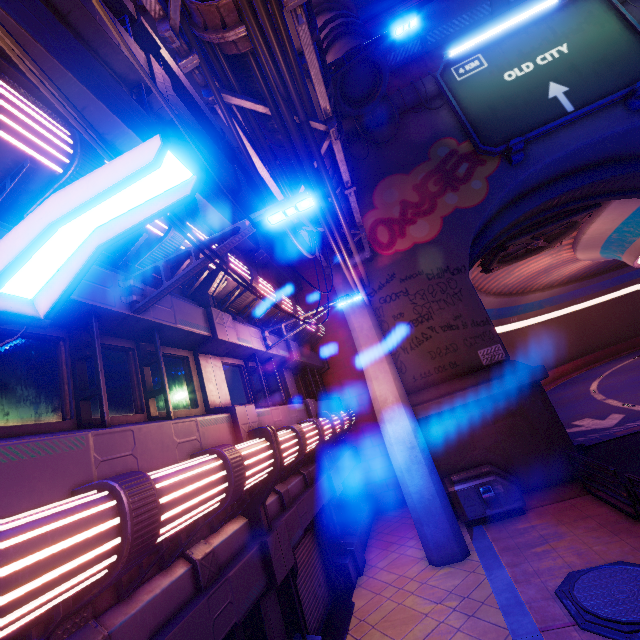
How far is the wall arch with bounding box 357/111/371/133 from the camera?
16.5 meters

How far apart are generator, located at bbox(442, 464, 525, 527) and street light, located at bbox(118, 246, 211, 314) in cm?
1027

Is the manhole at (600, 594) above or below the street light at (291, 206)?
below

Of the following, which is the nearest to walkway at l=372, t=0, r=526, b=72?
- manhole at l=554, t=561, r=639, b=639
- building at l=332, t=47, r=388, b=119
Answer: building at l=332, t=47, r=388, b=119

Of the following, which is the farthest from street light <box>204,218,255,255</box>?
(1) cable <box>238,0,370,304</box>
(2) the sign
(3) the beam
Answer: (2) the sign

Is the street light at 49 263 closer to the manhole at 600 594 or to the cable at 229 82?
the cable at 229 82

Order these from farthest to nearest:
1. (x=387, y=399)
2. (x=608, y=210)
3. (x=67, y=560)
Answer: (x=608, y=210) → (x=387, y=399) → (x=67, y=560)

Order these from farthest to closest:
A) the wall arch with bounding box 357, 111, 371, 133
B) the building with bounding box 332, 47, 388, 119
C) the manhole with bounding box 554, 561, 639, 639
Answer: the wall arch with bounding box 357, 111, 371, 133
the building with bounding box 332, 47, 388, 119
the manhole with bounding box 554, 561, 639, 639
